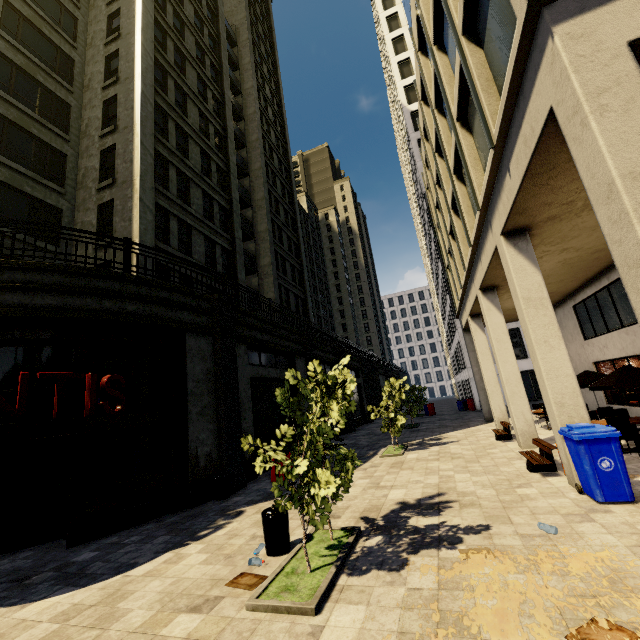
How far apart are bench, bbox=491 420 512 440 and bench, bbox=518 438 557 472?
4.4m

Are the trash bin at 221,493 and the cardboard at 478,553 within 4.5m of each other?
no

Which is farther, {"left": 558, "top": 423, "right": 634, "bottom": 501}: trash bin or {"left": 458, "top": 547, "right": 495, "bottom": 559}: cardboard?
{"left": 558, "top": 423, "right": 634, "bottom": 501}: trash bin

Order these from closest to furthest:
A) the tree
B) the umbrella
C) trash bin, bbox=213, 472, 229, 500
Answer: the tree → the umbrella → trash bin, bbox=213, 472, 229, 500

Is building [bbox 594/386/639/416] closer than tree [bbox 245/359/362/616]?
No

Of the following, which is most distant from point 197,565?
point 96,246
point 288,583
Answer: point 96,246

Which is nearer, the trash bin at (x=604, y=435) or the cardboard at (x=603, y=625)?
the cardboard at (x=603, y=625)

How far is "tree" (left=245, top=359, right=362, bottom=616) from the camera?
4.3m
